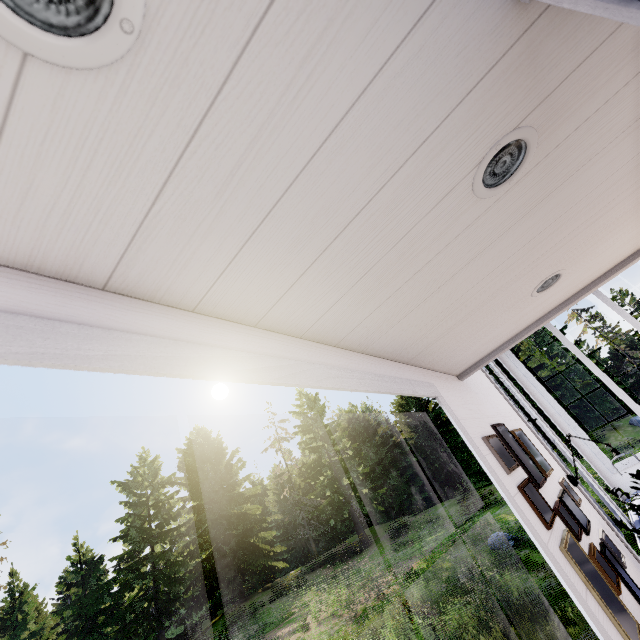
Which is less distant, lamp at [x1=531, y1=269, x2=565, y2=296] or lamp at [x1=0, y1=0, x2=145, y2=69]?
lamp at [x1=0, y1=0, x2=145, y2=69]

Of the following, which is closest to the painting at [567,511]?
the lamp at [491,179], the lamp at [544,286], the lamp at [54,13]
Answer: the lamp at [544,286]

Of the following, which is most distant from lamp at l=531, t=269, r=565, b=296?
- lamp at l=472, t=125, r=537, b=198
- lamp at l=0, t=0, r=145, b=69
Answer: lamp at l=0, t=0, r=145, b=69

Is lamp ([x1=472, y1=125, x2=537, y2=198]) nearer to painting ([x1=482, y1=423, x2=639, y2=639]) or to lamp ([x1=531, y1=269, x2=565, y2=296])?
lamp ([x1=531, y1=269, x2=565, y2=296])

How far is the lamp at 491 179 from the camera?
0.9m

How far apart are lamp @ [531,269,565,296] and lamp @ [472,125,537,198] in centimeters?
100cm

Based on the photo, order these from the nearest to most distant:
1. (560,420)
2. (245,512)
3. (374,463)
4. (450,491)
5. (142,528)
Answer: (560,420), (142,528), (245,512), (450,491), (374,463)

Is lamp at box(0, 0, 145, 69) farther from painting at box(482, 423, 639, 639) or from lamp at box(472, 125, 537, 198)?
painting at box(482, 423, 639, 639)
